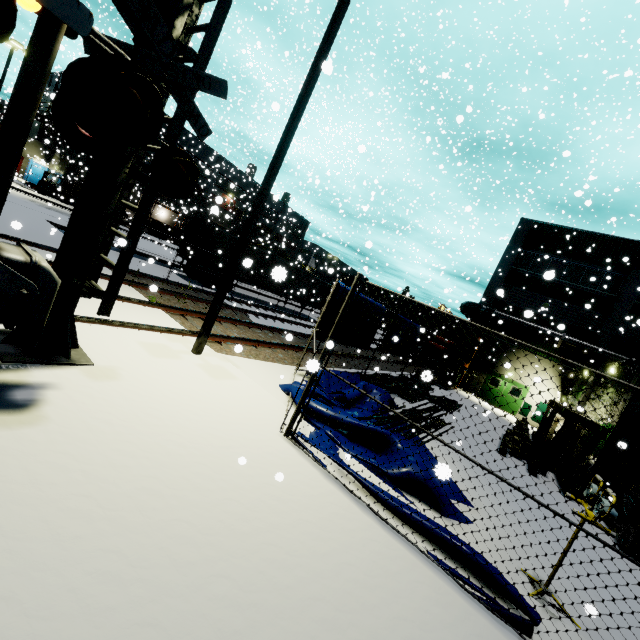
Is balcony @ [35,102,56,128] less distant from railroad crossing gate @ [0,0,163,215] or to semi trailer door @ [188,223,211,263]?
semi trailer door @ [188,223,211,263]

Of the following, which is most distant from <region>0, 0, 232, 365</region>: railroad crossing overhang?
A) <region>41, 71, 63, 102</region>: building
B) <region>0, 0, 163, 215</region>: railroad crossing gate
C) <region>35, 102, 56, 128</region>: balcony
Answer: <region>35, 102, 56, 128</region>: balcony

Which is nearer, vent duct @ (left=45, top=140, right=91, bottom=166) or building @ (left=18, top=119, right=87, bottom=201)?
vent duct @ (left=45, top=140, right=91, bottom=166)

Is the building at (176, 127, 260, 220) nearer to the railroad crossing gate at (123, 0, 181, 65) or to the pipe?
the pipe

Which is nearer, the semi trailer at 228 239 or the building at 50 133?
the semi trailer at 228 239

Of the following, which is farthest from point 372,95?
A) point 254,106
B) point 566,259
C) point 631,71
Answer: point 254,106

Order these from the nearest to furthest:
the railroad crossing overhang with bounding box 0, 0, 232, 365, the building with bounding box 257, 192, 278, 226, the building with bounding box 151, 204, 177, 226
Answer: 1. the railroad crossing overhang with bounding box 0, 0, 232, 365
2. the building with bounding box 257, 192, 278, 226
3. the building with bounding box 151, 204, 177, 226

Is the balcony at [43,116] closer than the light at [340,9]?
No
